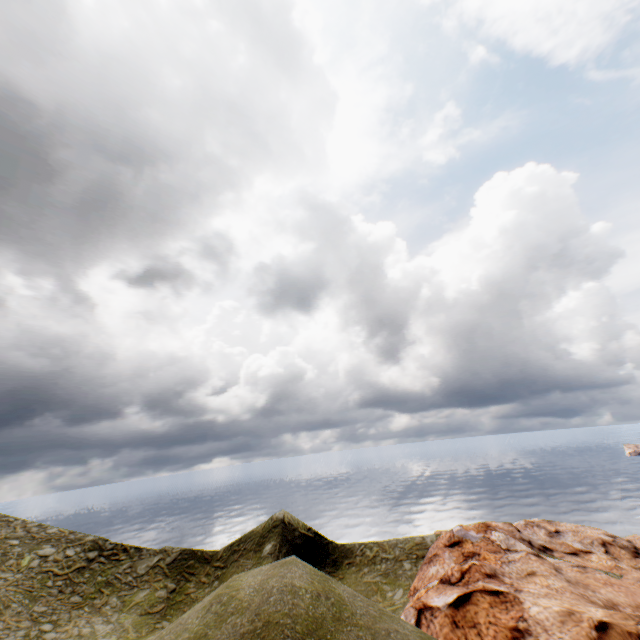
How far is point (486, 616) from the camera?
14.2m
